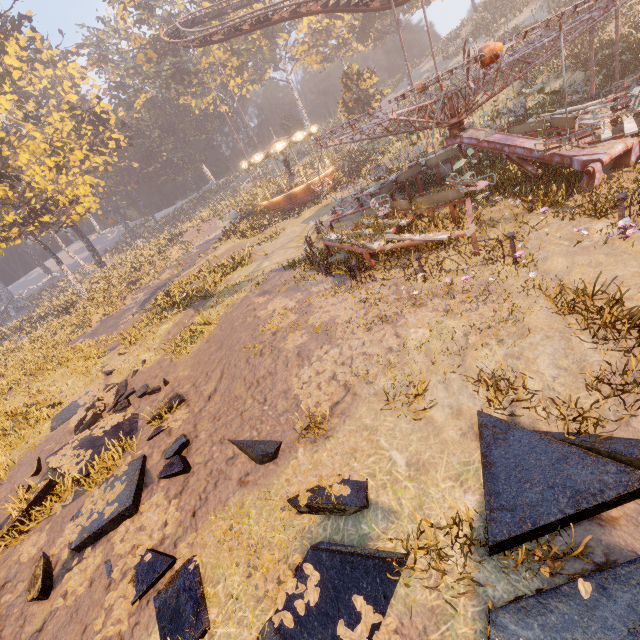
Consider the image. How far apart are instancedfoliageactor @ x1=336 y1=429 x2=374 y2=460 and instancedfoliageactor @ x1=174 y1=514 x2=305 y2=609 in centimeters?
32cm

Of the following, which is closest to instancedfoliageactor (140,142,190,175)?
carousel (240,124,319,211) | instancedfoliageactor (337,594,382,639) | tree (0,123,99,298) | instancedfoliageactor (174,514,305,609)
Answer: carousel (240,124,319,211)

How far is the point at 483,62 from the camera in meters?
7.5 m

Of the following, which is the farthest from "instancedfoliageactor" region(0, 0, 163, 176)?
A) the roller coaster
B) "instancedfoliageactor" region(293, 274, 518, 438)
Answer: "instancedfoliageactor" region(293, 274, 518, 438)

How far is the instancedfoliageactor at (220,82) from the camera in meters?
48.9

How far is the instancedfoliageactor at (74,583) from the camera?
5.30m

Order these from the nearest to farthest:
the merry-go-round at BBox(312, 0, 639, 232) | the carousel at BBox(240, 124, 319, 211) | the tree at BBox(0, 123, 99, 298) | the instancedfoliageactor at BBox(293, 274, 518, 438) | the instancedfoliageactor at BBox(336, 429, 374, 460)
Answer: the instancedfoliageactor at BBox(336, 429, 374, 460) → the instancedfoliageactor at BBox(293, 274, 518, 438) → the merry-go-round at BBox(312, 0, 639, 232) → the tree at BBox(0, 123, 99, 298) → the carousel at BBox(240, 124, 319, 211)

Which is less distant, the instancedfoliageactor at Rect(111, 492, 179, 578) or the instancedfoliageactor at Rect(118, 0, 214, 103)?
the instancedfoliageactor at Rect(111, 492, 179, 578)
